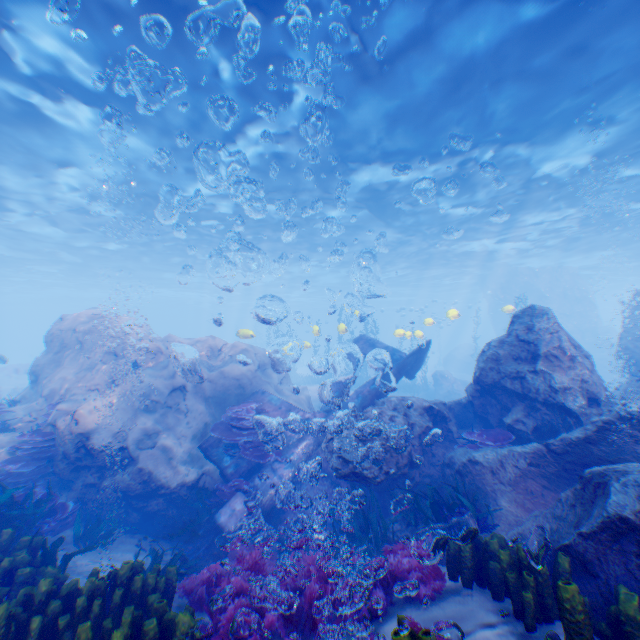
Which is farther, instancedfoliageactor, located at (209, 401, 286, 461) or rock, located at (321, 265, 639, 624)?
instancedfoliageactor, located at (209, 401, 286, 461)

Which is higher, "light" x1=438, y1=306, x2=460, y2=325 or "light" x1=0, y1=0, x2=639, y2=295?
"light" x1=0, y1=0, x2=639, y2=295

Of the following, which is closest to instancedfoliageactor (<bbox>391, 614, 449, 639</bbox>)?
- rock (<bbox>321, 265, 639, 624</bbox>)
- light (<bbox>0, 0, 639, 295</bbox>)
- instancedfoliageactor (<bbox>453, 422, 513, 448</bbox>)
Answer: rock (<bbox>321, 265, 639, 624</bbox>)

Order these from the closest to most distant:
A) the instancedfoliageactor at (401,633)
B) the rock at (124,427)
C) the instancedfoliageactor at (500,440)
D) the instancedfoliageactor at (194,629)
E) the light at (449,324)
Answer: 1. the instancedfoliageactor at (401,633)
2. the instancedfoliageactor at (194,629)
3. the instancedfoliageactor at (500,440)
4. the rock at (124,427)
5. the light at (449,324)

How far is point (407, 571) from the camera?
4.3m

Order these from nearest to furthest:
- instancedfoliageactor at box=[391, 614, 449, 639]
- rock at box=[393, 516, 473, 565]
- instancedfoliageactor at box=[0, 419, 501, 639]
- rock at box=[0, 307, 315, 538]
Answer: instancedfoliageactor at box=[391, 614, 449, 639], instancedfoliageactor at box=[0, 419, 501, 639], rock at box=[393, 516, 473, 565], rock at box=[0, 307, 315, 538]

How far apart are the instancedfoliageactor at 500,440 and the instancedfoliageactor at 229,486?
5.3m
